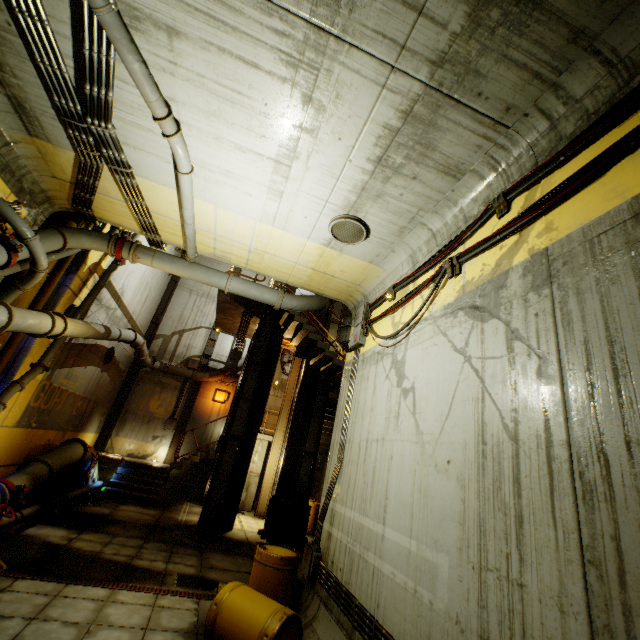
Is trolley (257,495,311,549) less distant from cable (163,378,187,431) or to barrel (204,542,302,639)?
barrel (204,542,302,639)

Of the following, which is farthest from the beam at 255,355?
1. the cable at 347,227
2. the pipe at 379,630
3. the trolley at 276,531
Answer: the cable at 347,227

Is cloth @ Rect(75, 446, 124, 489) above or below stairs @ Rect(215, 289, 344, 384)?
below

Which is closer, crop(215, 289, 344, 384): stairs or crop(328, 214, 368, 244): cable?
crop(328, 214, 368, 244): cable

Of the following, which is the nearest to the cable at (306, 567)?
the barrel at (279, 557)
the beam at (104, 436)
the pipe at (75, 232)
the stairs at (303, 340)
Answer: the barrel at (279, 557)

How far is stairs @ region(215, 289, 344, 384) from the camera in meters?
12.3

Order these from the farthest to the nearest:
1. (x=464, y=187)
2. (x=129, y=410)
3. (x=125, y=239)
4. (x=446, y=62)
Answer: (x=129, y=410) → (x=125, y=239) → (x=464, y=187) → (x=446, y=62)
